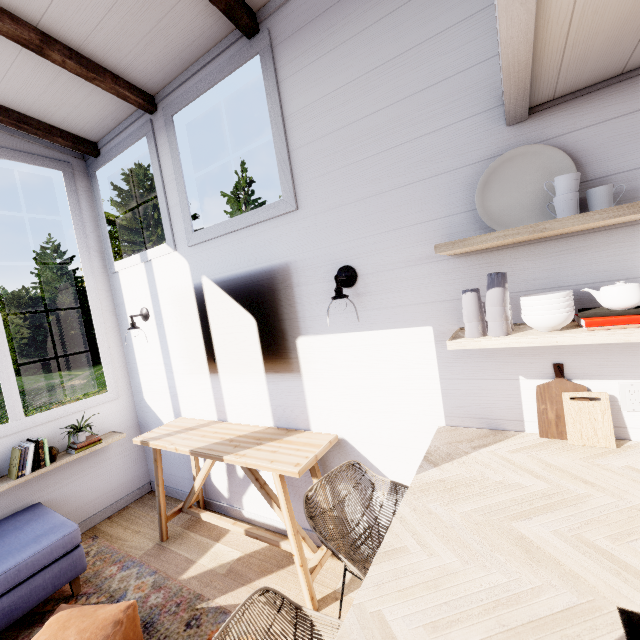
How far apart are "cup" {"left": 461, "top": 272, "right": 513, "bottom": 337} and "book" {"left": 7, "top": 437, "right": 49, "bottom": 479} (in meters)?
3.48

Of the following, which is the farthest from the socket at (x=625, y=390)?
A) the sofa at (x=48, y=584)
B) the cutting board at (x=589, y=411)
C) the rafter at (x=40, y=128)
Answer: the rafter at (x=40, y=128)

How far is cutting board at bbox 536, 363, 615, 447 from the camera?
1.41m

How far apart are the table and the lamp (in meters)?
0.99

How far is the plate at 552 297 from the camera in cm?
128

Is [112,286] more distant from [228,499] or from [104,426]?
[228,499]

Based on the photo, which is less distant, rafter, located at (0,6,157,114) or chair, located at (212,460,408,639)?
chair, located at (212,460,408,639)

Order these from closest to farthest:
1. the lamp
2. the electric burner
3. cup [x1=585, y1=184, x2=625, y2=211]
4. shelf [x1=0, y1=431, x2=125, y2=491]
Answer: the electric burner, cup [x1=585, y1=184, x2=625, y2=211], the lamp, shelf [x1=0, y1=431, x2=125, y2=491]
